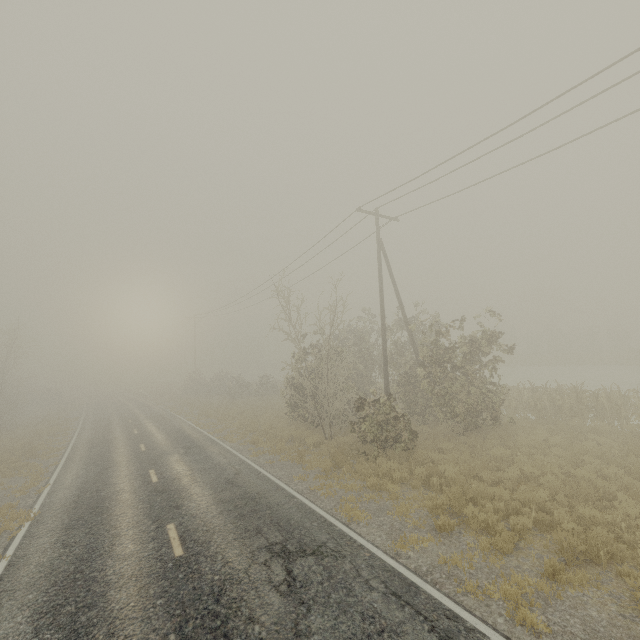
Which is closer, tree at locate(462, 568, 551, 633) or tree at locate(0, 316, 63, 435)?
tree at locate(462, 568, 551, 633)

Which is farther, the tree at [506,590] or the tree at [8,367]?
the tree at [8,367]

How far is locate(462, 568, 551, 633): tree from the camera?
5.0 meters

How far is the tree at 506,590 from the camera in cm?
504

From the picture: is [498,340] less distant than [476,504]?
No

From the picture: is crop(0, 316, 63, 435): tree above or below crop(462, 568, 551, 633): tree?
above
